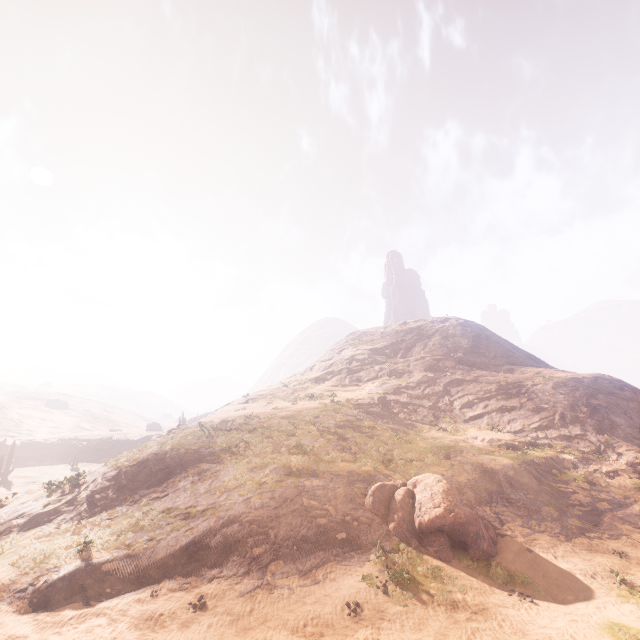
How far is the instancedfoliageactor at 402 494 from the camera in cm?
1380

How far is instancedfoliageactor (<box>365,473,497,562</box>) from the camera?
13.80m

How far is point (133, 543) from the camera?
14.0m

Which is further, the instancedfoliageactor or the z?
the instancedfoliageactor

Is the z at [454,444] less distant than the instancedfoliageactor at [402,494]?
Yes
